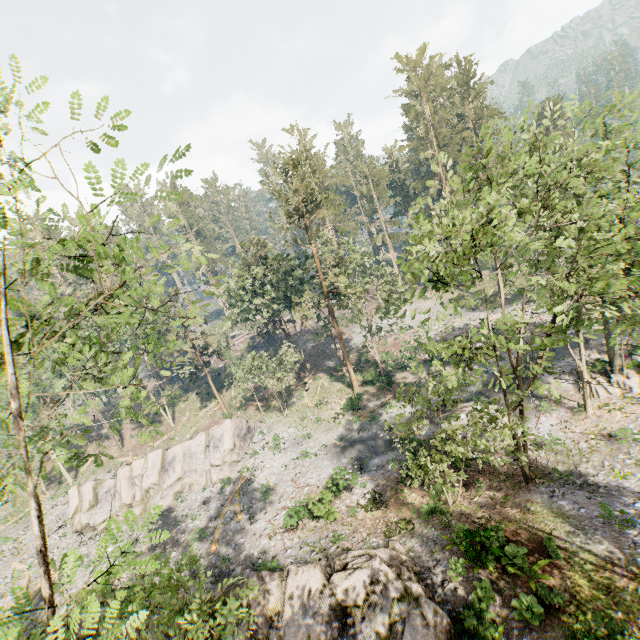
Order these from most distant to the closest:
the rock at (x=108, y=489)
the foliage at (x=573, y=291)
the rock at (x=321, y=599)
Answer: the rock at (x=108, y=489)
the rock at (x=321, y=599)
the foliage at (x=573, y=291)

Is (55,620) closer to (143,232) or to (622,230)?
(143,232)

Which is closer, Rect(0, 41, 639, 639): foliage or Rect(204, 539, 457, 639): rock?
Rect(0, 41, 639, 639): foliage

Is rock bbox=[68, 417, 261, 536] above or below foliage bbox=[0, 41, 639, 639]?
below

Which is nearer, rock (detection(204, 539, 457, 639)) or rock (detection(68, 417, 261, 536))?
rock (detection(204, 539, 457, 639))

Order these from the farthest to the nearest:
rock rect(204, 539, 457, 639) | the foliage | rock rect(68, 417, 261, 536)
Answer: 1. rock rect(68, 417, 261, 536)
2. rock rect(204, 539, 457, 639)
3. the foliage

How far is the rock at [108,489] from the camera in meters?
30.8
